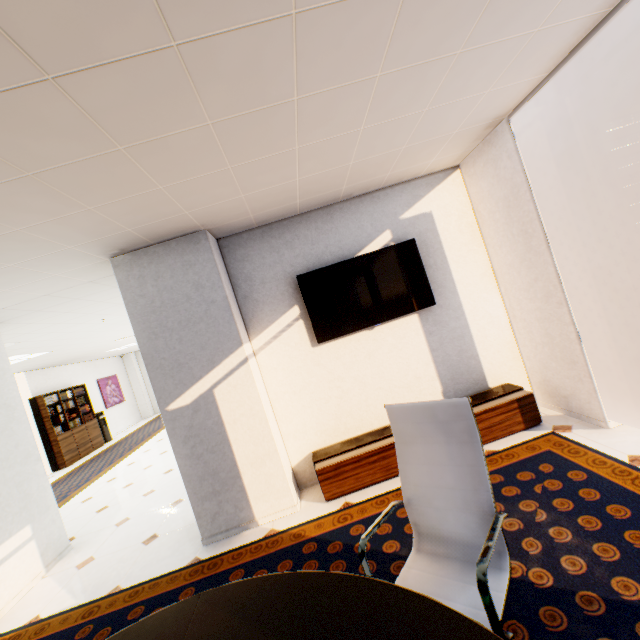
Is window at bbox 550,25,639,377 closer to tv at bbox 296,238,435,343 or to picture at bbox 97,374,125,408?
tv at bbox 296,238,435,343

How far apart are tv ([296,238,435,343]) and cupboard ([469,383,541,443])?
1.17m

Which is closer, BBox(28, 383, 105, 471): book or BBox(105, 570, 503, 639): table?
BBox(105, 570, 503, 639): table

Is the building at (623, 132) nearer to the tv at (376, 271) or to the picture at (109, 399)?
the tv at (376, 271)

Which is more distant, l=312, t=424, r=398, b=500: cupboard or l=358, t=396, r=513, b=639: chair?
l=312, t=424, r=398, b=500: cupboard

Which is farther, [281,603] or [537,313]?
[537,313]

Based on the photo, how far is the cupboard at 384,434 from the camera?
3.2m

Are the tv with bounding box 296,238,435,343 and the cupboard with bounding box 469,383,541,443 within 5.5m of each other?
yes
